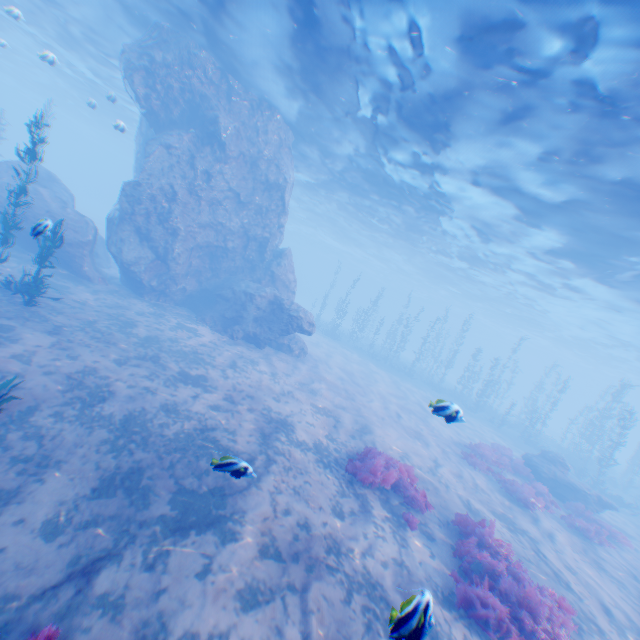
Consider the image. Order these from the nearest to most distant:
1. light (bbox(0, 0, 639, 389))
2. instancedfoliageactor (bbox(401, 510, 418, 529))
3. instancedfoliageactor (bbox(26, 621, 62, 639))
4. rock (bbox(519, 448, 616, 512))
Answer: instancedfoliageactor (bbox(26, 621, 62, 639)) → instancedfoliageactor (bbox(401, 510, 418, 529)) → light (bbox(0, 0, 639, 389)) → rock (bbox(519, 448, 616, 512))

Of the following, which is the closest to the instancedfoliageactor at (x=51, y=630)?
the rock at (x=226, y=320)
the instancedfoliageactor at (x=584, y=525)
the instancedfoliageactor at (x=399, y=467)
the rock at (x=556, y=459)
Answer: the rock at (x=226, y=320)

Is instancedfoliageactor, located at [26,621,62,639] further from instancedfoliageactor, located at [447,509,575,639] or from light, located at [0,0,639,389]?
light, located at [0,0,639,389]

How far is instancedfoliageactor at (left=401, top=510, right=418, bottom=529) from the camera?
8.10m

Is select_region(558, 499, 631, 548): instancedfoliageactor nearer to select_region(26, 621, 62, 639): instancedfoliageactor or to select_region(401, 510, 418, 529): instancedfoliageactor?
select_region(401, 510, 418, 529): instancedfoliageactor

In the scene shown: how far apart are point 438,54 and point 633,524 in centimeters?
2570cm

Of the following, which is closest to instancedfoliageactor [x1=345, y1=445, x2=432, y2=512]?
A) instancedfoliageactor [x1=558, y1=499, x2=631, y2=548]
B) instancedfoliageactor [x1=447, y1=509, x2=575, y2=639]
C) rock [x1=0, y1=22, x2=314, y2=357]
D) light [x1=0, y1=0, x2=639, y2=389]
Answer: instancedfoliageactor [x1=447, y1=509, x2=575, y2=639]

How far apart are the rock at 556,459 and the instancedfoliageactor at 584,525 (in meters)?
2.53
